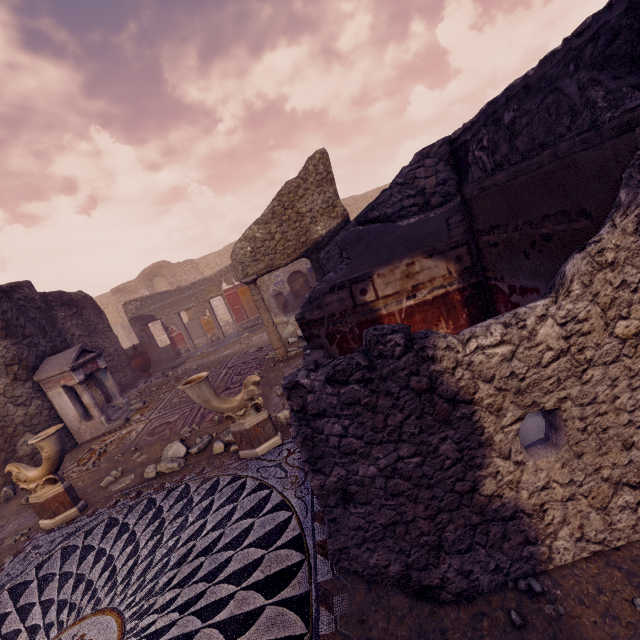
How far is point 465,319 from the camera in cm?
383

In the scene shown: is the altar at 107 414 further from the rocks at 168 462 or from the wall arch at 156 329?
the wall arch at 156 329

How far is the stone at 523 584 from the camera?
1.8m

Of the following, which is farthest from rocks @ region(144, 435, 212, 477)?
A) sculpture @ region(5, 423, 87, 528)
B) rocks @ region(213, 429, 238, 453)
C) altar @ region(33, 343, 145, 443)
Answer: altar @ region(33, 343, 145, 443)

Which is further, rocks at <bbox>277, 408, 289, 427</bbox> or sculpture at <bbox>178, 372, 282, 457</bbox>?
Result: rocks at <bbox>277, 408, 289, 427</bbox>

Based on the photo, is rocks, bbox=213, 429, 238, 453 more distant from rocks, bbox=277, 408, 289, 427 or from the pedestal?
the pedestal

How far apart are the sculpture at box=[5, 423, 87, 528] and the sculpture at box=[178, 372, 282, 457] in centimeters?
187cm

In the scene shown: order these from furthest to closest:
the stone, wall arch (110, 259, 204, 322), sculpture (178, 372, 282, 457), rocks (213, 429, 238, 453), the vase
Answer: wall arch (110, 259, 204, 322), the vase, rocks (213, 429, 238, 453), sculpture (178, 372, 282, 457), the stone
